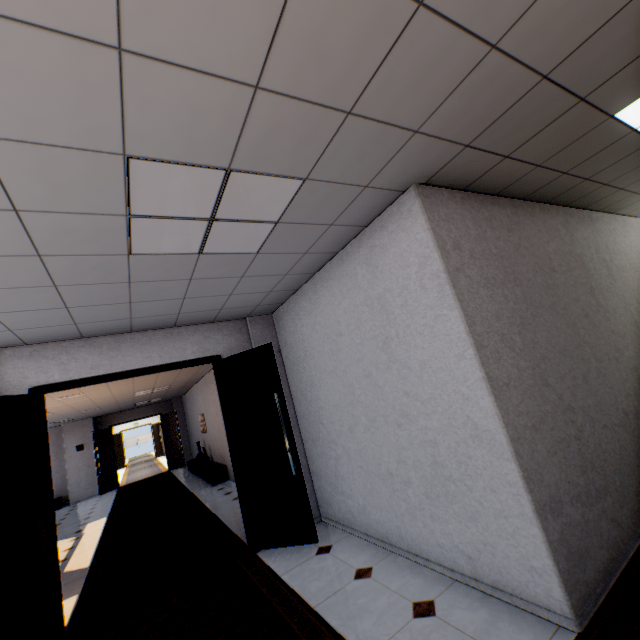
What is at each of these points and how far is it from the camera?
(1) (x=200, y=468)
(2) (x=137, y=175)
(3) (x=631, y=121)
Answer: (1) cupboard, 9.9 meters
(2) light, 1.7 meters
(3) light, 2.4 meters

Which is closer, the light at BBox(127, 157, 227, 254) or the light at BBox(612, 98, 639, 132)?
the light at BBox(127, 157, 227, 254)

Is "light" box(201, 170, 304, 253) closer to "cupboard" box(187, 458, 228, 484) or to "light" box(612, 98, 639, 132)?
"light" box(612, 98, 639, 132)

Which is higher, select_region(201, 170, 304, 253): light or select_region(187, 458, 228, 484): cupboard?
select_region(201, 170, 304, 253): light

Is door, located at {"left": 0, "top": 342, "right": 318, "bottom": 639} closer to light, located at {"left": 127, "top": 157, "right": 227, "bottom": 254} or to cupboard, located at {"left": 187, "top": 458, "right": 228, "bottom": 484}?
light, located at {"left": 127, "top": 157, "right": 227, "bottom": 254}

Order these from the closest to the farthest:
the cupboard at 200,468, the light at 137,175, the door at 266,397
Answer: the light at 137,175, the door at 266,397, the cupboard at 200,468

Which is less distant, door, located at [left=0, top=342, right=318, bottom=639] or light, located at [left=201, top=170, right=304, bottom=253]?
light, located at [left=201, top=170, right=304, bottom=253]

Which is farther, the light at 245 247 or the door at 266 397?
the door at 266 397
